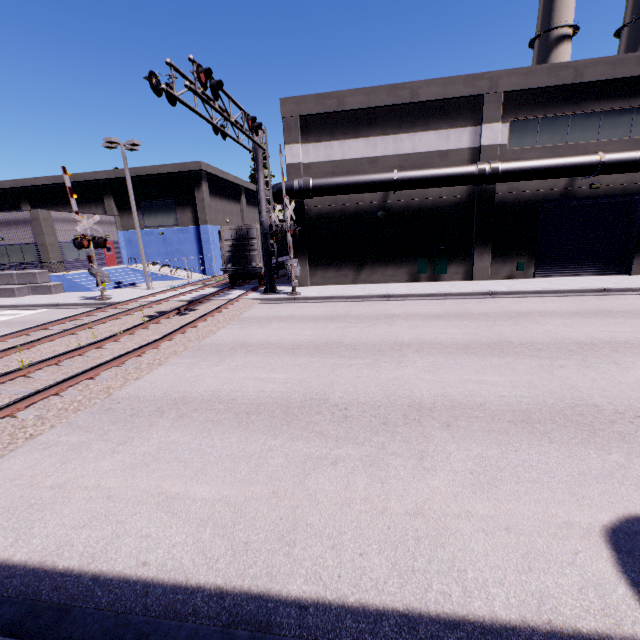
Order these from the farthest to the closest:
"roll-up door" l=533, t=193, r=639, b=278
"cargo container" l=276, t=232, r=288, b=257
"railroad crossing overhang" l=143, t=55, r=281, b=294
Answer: "cargo container" l=276, t=232, r=288, b=257 → "roll-up door" l=533, t=193, r=639, b=278 → "railroad crossing overhang" l=143, t=55, r=281, b=294

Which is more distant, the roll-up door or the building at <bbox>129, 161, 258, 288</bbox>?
the building at <bbox>129, 161, 258, 288</bbox>

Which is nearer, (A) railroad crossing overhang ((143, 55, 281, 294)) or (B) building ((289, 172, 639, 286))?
(A) railroad crossing overhang ((143, 55, 281, 294))

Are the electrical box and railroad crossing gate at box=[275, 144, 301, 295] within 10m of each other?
yes

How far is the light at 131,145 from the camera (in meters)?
20.72

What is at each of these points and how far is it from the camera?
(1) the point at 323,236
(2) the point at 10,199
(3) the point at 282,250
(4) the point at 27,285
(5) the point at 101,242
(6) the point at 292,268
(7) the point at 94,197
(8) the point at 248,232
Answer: (1) building, 20.2 meters
(2) building, 34.4 meters
(3) cargo container, 26.2 meters
(4) concrete block, 24.3 meters
(5) railroad crossing gate, 19.7 meters
(6) railroad crossing gate, 17.6 meters
(7) building, 33.0 meters
(8) cargo container door, 20.5 meters

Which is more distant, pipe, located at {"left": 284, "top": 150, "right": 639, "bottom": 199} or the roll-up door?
the roll-up door

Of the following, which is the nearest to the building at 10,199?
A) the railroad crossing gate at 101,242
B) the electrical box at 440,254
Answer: the electrical box at 440,254
